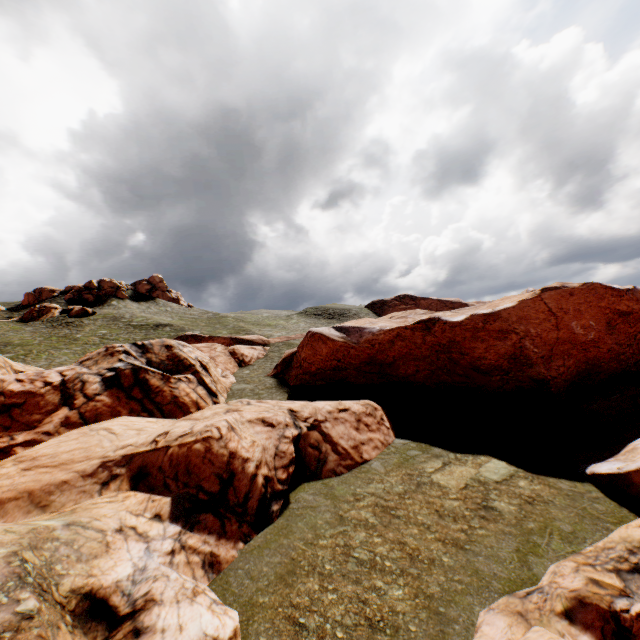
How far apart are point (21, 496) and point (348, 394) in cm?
2130

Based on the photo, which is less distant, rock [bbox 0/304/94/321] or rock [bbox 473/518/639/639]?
rock [bbox 473/518/639/639]

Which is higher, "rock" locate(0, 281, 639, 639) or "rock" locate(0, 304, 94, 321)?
"rock" locate(0, 304, 94, 321)

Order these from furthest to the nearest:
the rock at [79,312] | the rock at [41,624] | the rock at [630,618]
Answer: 1. the rock at [79,312]
2. the rock at [41,624]
3. the rock at [630,618]

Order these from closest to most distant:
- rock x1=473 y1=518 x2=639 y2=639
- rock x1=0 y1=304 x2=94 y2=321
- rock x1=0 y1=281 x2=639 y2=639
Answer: rock x1=473 y1=518 x2=639 y2=639
rock x1=0 y1=281 x2=639 y2=639
rock x1=0 y1=304 x2=94 y2=321

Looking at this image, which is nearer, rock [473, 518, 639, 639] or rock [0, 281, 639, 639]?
rock [473, 518, 639, 639]

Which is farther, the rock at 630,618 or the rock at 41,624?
the rock at 41,624
